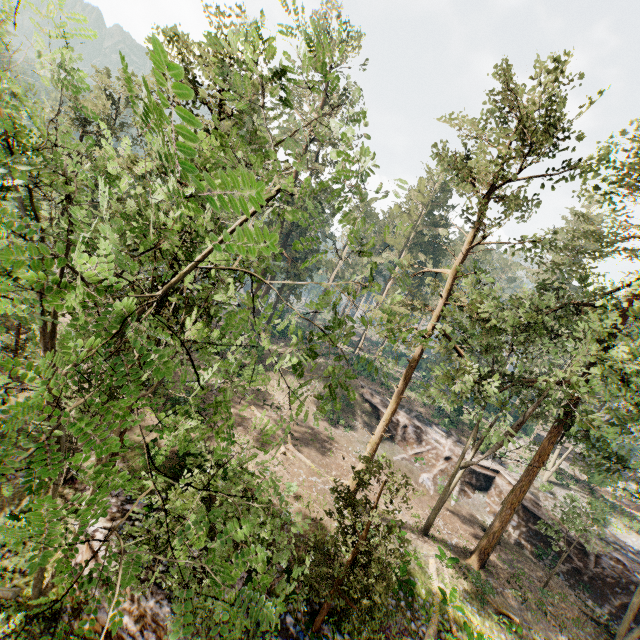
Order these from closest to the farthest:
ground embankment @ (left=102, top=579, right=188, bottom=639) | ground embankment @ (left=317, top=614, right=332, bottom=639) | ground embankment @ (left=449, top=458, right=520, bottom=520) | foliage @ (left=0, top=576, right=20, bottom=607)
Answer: foliage @ (left=0, top=576, right=20, bottom=607) < ground embankment @ (left=102, top=579, right=188, bottom=639) < ground embankment @ (left=317, top=614, right=332, bottom=639) < ground embankment @ (left=449, top=458, right=520, bottom=520)

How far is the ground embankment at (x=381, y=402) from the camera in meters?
35.6 m

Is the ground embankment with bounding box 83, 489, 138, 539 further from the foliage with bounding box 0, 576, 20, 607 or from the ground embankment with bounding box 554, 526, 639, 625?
the ground embankment with bounding box 554, 526, 639, 625

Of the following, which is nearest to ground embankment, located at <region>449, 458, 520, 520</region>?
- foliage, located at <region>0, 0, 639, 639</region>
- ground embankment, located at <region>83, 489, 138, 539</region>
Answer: foliage, located at <region>0, 0, 639, 639</region>

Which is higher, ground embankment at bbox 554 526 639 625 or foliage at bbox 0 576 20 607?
foliage at bbox 0 576 20 607

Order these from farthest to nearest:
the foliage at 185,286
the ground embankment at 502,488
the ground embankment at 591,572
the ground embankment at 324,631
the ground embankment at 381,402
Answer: the ground embankment at 381,402, the ground embankment at 502,488, the ground embankment at 591,572, the ground embankment at 324,631, the foliage at 185,286

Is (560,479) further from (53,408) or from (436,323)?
(53,408)
